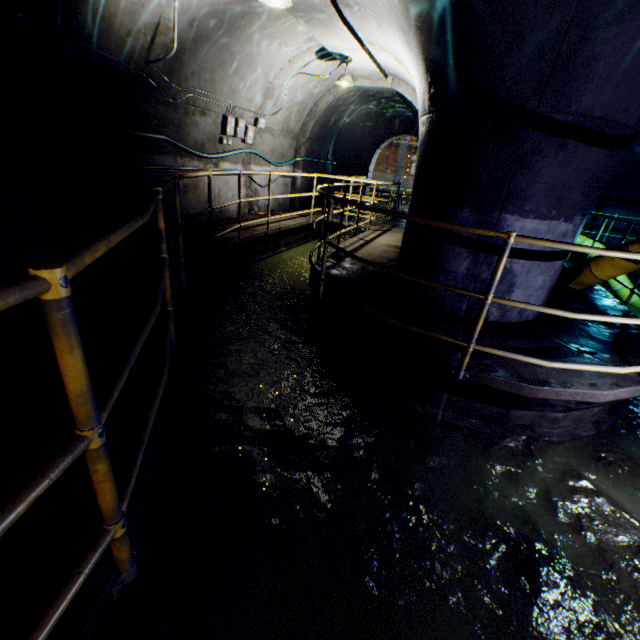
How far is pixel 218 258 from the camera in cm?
577

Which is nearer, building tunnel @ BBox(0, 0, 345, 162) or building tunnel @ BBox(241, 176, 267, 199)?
building tunnel @ BBox(0, 0, 345, 162)

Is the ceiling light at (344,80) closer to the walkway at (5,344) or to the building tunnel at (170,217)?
the building tunnel at (170,217)

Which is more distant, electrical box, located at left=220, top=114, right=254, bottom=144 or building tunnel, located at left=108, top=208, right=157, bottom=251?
electrical box, located at left=220, top=114, right=254, bottom=144

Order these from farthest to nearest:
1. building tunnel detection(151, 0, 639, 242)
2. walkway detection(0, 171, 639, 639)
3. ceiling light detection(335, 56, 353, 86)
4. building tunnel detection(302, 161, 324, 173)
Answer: building tunnel detection(302, 161, 324, 173)
ceiling light detection(335, 56, 353, 86)
building tunnel detection(151, 0, 639, 242)
walkway detection(0, 171, 639, 639)

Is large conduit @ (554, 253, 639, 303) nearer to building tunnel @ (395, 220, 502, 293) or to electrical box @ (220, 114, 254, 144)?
building tunnel @ (395, 220, 502, 293)

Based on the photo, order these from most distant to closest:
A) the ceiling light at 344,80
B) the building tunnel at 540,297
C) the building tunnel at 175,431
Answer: the ceiling light at 344,80 < the building tunnel at 540,297 < the building tunnel at 175,431
